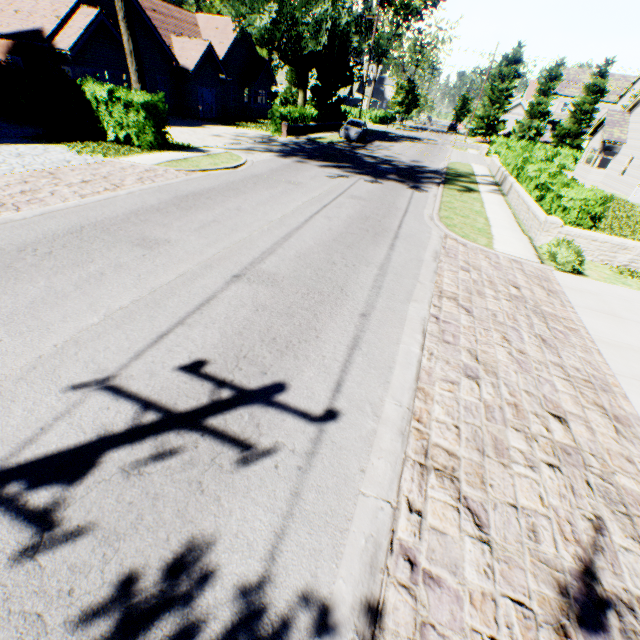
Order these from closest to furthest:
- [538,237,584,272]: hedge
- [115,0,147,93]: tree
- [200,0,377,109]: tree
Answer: [538,237,584,272]: hedge, [115,0,147,93]: tree, [200,0,377,109]: tree

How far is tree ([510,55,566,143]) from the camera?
43.28m

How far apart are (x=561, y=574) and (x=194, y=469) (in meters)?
3.53

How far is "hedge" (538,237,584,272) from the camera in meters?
9.0

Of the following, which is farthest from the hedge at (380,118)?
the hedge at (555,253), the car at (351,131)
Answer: the hedge at (555,253)

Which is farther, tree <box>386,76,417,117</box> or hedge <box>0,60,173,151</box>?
tree <box>386,76,417,117</box>

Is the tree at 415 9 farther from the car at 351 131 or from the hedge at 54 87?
the car at 351 131

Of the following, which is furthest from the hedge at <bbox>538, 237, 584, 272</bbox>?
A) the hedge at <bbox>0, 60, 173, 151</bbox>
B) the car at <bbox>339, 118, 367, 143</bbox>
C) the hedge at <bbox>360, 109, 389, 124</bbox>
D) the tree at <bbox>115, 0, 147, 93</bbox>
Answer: the hedge at <bbox>360, 109, 389, 124</bbox>
